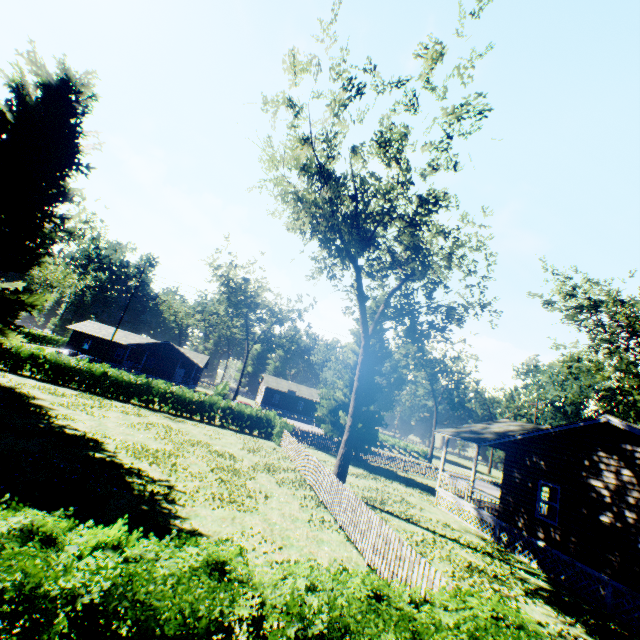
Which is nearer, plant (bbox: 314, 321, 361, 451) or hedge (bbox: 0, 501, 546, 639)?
hedge (bbox: 0, 501, 546, 639)

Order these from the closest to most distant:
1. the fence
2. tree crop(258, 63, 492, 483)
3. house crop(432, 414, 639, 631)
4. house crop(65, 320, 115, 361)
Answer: the fence → house crop(432, 414, 639, 631) → tree crop(258, 63, 492, 483) → house crop(65, 320, 115, 361)

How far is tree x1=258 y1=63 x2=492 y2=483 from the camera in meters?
15.5 m

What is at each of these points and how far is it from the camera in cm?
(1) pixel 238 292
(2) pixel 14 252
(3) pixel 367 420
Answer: (1) tree, 4981
(2) plant, 1928
(3) plant, 2902

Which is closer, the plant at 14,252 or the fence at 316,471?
the fence at 316,471

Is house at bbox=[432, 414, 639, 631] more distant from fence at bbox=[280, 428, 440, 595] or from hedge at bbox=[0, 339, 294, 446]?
hedge at bbox=[0, 339, 294, 446]

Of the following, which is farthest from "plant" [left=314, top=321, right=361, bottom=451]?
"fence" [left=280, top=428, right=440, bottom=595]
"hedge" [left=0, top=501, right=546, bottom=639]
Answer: "hedge" [left=0, top=501, right=546, bottom=639]

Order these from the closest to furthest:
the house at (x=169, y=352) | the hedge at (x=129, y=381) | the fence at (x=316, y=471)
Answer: the fence at (x=316, y=471) < the hedge at (x=129, y=381) < the house at (x=169, y=352)
